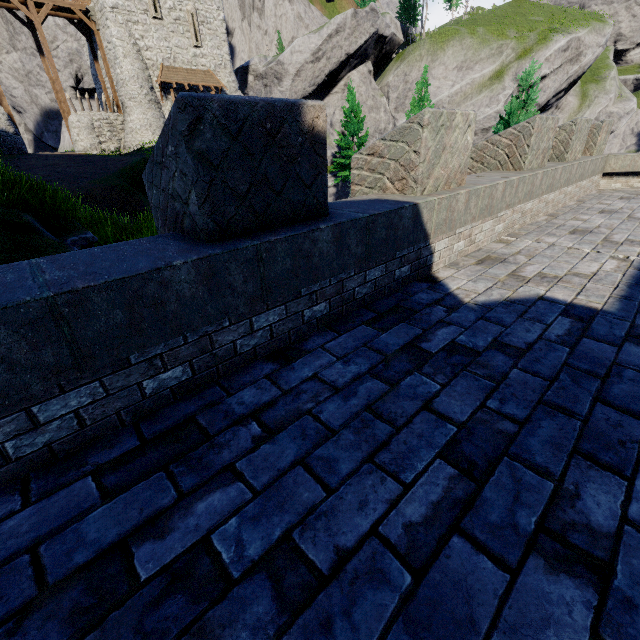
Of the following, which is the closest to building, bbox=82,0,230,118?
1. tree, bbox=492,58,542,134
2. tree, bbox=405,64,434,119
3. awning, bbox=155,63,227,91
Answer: awning, bbox=155,63,227,91

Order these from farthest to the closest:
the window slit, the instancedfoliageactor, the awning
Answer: the instancedfoliageactor
the awning
the window slit

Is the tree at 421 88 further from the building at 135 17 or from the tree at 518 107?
the building at 135 17

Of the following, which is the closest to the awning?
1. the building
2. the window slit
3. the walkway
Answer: the building

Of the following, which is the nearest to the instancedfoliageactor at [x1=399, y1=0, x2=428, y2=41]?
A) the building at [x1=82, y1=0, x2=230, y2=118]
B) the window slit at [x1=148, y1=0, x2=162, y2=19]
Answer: the building at [x1=82, y1=0, x2=230, y2=118]

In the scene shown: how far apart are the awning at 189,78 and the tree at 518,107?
26.3m

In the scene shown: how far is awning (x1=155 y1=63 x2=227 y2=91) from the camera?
26.73m

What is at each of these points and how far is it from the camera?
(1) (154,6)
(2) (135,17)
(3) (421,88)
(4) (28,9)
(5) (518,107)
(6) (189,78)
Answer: (1) window slit, 25.2m
(2) building, 24.7m
(3) tree, 16.6m
(4) walkway, 23.7m
(5) tree, 12.4m
(6) awning, 28.0m
